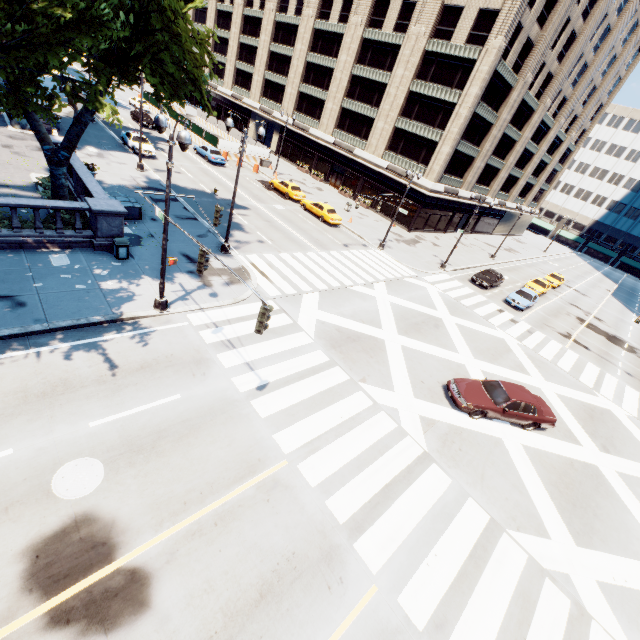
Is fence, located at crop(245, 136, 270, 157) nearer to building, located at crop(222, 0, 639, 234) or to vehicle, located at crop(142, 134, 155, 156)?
building, located at crop(222, 0, 639, 234)

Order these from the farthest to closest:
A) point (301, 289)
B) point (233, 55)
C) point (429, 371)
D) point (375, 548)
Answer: point (233, 55) → point (301, 289) → point (429, 371) → point (375, 548)

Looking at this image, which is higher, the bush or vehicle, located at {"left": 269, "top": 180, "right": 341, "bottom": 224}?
vehicle, located at {"left": 269, "top": 180, "right": 341, "bottom": 224}

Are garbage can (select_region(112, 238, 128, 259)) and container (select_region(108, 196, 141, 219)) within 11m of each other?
yes

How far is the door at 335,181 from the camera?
47.3 meters

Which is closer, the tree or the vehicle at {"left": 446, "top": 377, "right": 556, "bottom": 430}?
the tree

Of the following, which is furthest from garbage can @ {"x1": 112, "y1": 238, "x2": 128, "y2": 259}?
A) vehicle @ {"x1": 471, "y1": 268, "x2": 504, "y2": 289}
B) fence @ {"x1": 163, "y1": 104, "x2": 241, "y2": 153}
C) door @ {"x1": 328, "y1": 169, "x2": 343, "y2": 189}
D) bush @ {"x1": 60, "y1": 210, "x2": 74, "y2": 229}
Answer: door @ {"x1": 328, "y1": 169, "x2": 343, "y2": 189}

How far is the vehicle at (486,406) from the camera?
14.3 meters
